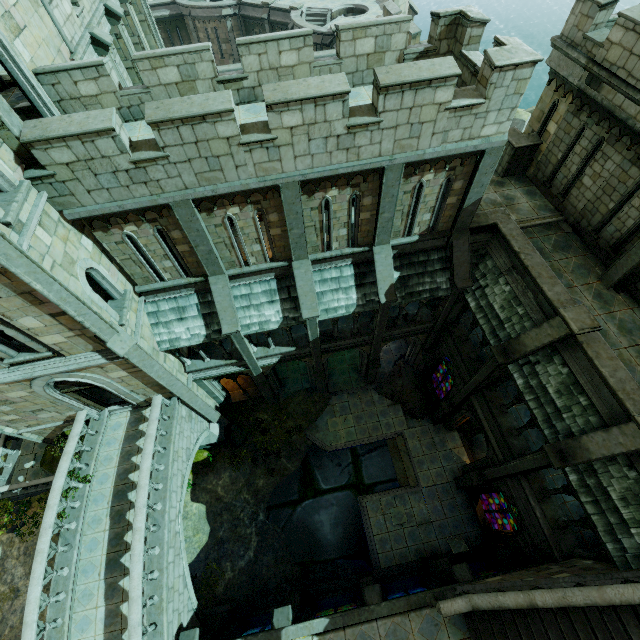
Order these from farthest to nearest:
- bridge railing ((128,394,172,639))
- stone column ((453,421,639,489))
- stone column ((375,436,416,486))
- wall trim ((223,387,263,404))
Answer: wall trim ((223,387,263,404)), stone column ((375,436,416,486)), bridge railing ((128,394,172,639)), stone column ((453,421,639,489))

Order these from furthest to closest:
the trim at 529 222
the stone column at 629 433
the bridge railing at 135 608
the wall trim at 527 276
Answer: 1. the trim at 529 222
2. the wall trim at 527 276
3. the bridge railing at 135 608
4. the stone column at 629 433

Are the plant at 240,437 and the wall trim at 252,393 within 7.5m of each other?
yes

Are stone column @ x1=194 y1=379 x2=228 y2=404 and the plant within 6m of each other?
yes

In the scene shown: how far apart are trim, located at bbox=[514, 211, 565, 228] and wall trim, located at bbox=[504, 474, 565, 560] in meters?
9.6 m

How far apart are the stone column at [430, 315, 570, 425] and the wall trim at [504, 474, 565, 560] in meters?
3.5

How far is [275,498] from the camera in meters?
18.2

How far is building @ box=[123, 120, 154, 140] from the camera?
9.8m
